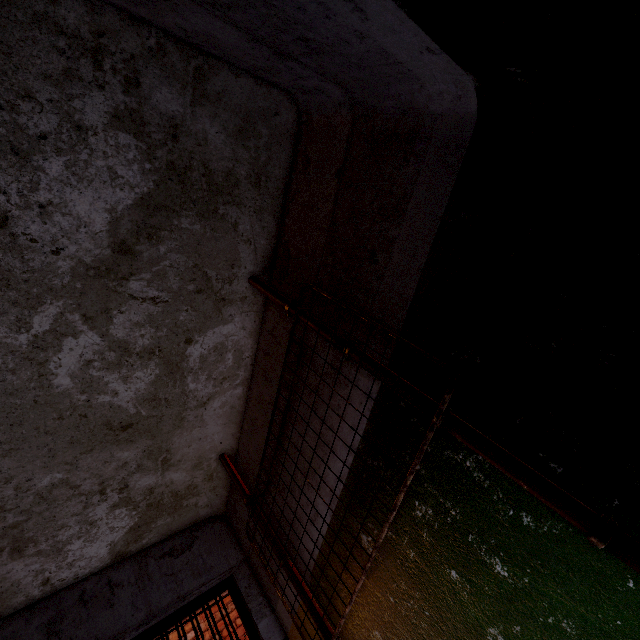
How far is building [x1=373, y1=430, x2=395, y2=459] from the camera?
1.5 meters

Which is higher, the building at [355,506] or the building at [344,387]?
the building at [344,387]

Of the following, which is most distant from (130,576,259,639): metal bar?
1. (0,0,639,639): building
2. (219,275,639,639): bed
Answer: (219,275,639,639): bed

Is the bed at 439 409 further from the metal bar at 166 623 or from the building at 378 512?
the metal bar at 166 623

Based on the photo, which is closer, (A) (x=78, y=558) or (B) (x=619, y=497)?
(B) (x=619, y=497)

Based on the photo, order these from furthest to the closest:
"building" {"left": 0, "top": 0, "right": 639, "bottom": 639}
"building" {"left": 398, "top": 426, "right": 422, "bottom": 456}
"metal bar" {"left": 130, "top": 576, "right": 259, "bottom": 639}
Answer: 1. "metal bar" {"left": 130, "top": 576, "right": 259, "bottom": 639}
2. "building" {"left": 398, "top": 426, "right": 422, "bottom": 456}
3. "building" {"left": 0, "top": 0, "right": 639, "bottom": 639}
